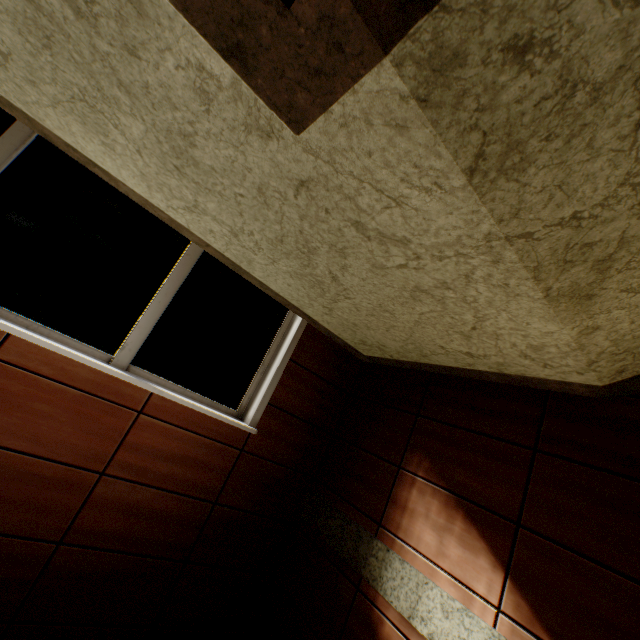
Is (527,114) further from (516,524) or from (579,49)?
(516,524)
